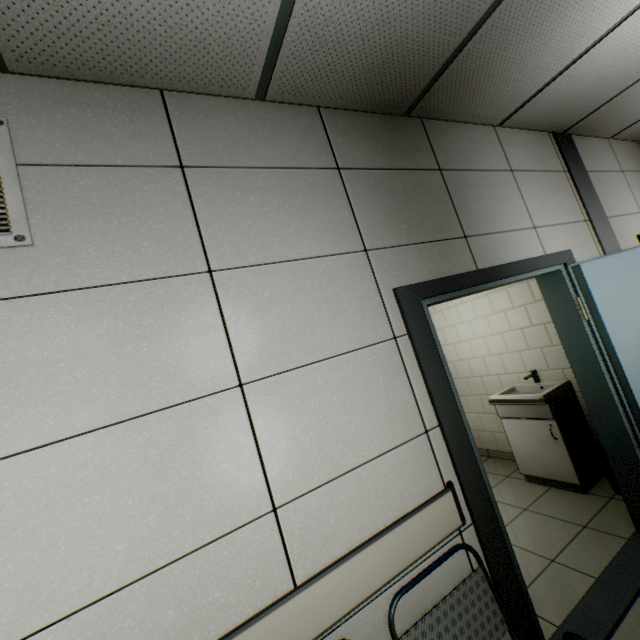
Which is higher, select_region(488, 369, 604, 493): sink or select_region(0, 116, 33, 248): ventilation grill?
select_region(0, 116, 33, 248): ventilation grill

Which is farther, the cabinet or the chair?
the cabinet

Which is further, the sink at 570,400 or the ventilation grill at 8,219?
the sink at 570,400

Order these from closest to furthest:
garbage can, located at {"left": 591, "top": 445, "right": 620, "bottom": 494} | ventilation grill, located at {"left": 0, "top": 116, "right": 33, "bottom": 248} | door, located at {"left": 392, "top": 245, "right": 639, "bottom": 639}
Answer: ventilation grill, located at {"left": 0, "top": 116, "right": 33, "bottom": 248}
door, located at {"left": 392, "top": 245, "right": 639, "bottom": 639}
garbage can, located at {"left": 591, "top": 445, "right": 620, "bottom": 494}

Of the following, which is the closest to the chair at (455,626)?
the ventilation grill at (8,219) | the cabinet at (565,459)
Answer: the ventilation grill at (8,219)

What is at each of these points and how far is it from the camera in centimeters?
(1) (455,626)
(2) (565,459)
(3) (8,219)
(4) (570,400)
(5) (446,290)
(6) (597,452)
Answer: (1) chair, 132cm
(2) cabinet, 307cm
(3) ventilation grill, 108cm
(4) sink, 324cm
(5) door, 186cm
(6) garbage can, 306cm

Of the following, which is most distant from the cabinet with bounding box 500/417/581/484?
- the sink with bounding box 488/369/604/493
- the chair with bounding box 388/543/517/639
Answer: the chair with bounding box 388/543/517/639

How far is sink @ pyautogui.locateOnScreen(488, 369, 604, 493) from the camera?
3.08m
